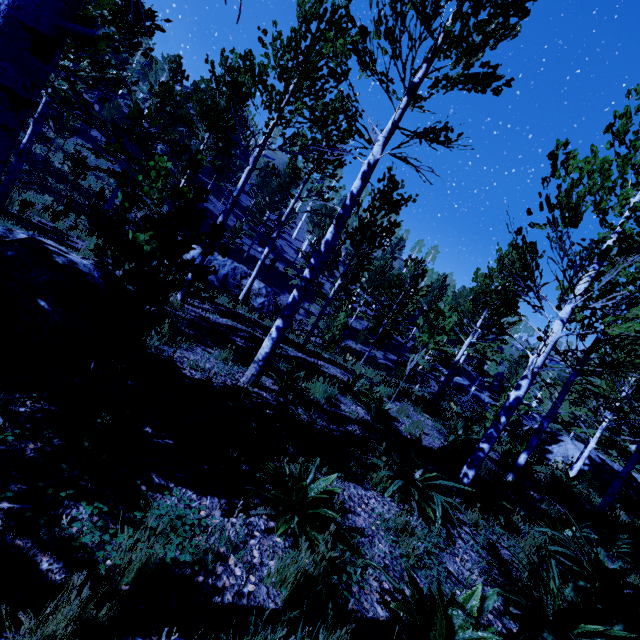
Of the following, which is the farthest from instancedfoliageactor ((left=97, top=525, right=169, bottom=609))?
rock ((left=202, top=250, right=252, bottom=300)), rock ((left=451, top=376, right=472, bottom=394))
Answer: rock ((left=202, top=250, right=252, bottom=300))

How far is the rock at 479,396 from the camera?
42.5m

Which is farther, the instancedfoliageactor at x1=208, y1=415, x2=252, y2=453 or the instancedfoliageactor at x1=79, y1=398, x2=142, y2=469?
the instancedfoliageactor at x1=208, y1=415, x2=252, y2=453

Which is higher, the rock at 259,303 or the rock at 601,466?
the rock at 601,466

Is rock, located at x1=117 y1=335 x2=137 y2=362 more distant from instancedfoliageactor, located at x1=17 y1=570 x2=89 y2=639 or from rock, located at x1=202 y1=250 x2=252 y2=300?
rock, located at x1=202 y1=250 x2=252 y2=300

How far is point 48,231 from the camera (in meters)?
9.20

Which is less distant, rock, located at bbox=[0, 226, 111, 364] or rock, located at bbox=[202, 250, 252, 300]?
rock, located at bbox=[0, 226, 111, 364]

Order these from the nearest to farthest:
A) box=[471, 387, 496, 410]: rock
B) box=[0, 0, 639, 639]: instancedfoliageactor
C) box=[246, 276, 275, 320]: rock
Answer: box=[0, 0, 639, 639]: instancedfoliageactor
box=[246, 276, 275, 320]: rock
box=[471, 387, 496, 410]: rock
